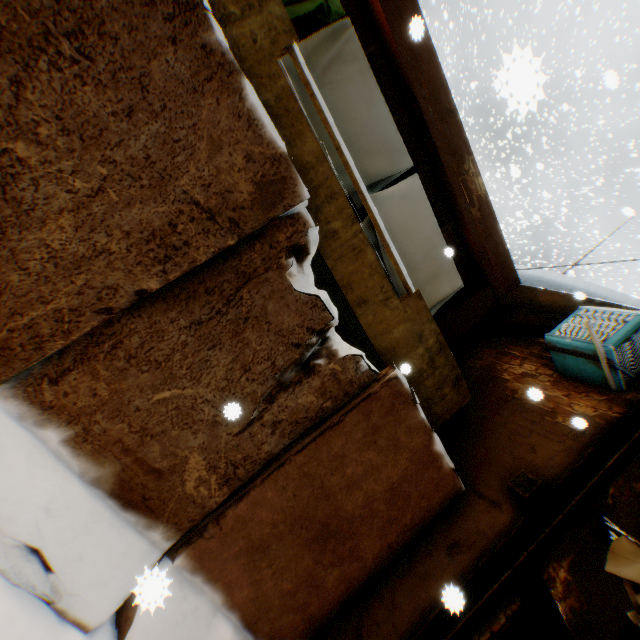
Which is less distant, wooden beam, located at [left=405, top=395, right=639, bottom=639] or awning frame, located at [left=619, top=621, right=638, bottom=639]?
wooden beam, located at [left=405, top=395, right=639, bottom=639]

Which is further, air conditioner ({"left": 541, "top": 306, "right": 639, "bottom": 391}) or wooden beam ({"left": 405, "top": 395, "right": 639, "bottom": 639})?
air conditioner ({"left": 541, "top": 306, "right": 639, "bottom": 391})

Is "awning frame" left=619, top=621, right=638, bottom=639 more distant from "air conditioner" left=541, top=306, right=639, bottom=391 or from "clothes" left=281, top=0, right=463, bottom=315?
"air conditioner" left=541, top=306, right=639, bottom=391

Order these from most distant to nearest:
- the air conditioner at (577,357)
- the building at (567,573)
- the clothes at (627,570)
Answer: the air conditioner at (577,357) → the building at (567,573) → the clothes at (627,570)

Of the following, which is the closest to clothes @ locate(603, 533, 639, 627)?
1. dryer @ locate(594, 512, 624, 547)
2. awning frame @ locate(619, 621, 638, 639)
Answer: dryer @ locate(594, 512, 624, 547)

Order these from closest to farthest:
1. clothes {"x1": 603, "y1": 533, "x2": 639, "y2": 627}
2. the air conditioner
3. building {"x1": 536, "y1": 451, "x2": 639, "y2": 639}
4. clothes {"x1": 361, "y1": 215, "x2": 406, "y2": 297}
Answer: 1. clothes {"x1": 603, "y1": 533, "x2": 639, "y2": 627}
2. building {"x1": 536, "y1": 451, "x2": 639, "y2": 639}
3. the air conditioner
4. clothes {"x1": 361, "y1": 215, "x2": 406, "y2": 297}

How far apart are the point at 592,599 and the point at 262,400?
4.7m

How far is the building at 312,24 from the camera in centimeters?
467cm
